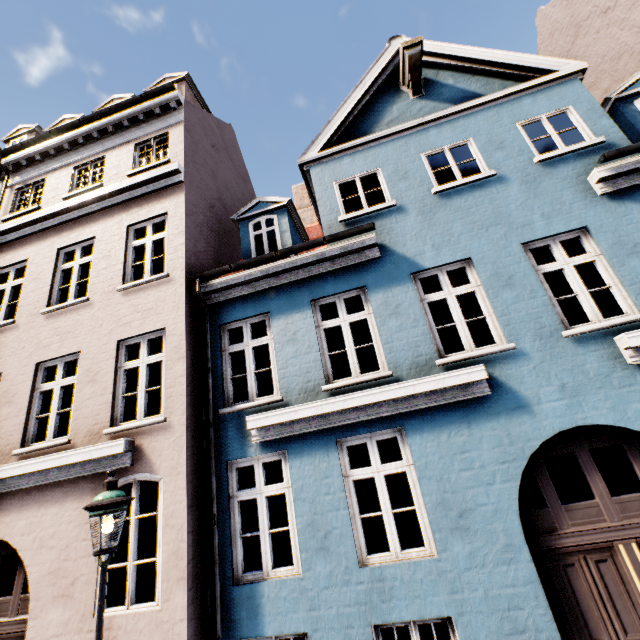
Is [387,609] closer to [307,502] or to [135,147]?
[307,502]

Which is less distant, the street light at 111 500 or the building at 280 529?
the street light at 111 500

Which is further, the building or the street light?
the building
